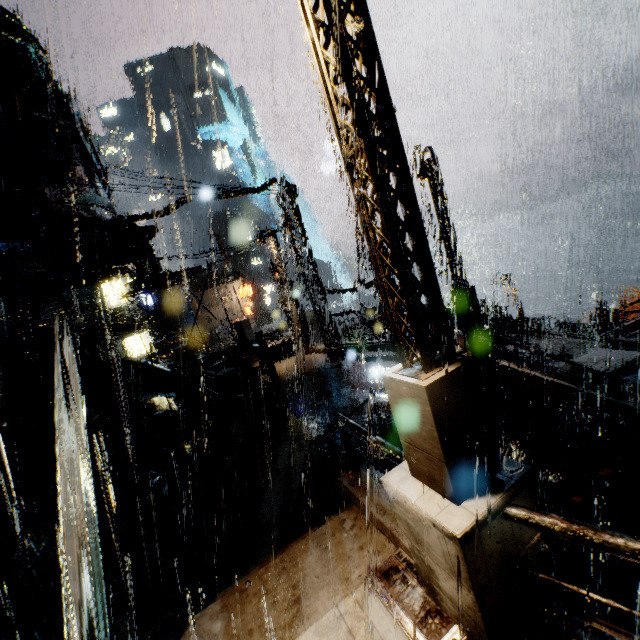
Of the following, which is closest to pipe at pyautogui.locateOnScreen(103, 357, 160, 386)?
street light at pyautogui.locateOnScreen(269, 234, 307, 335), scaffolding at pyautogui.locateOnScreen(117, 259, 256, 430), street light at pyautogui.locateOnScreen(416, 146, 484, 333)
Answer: scaffolding at pyautogui.locateOnScreen(117, 259, 256, 430)

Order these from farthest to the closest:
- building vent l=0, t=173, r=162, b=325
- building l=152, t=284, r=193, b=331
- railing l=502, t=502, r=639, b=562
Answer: building l=152, t=284, r=193, b=331
building vent l=0, t=173, r=162, b=325
railing l=502, t=502, r=639, b=562

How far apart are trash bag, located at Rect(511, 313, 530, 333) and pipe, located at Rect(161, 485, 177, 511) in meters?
21.5

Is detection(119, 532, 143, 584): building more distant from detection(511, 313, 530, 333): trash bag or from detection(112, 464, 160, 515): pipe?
detection(511, 313, 530, 333): trash bag

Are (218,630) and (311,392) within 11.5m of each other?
yes

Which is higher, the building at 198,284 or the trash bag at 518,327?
the building at 198,284

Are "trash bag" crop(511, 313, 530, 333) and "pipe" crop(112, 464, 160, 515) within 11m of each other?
no

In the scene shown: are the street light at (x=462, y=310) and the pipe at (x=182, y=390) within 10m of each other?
no
